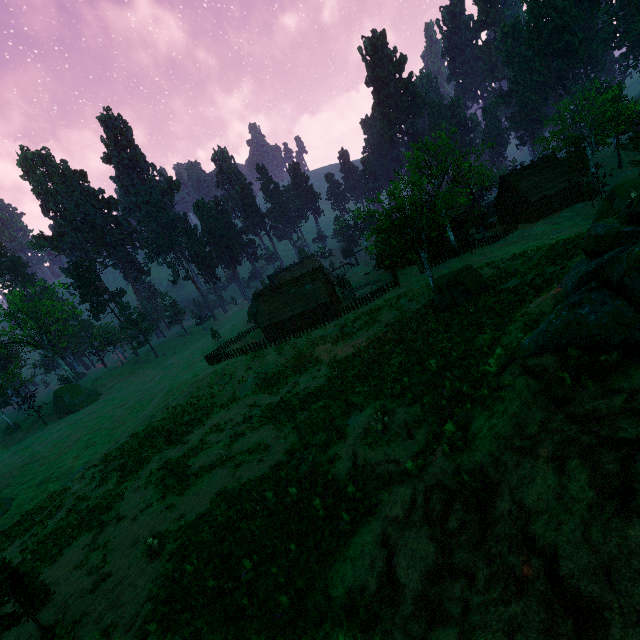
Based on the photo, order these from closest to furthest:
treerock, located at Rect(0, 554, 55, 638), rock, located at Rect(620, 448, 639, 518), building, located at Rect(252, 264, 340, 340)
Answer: rock, located at Rect(620, 448, 639, 518), treerock, located at Rect(0, 554, 55, 638), building, located at Rect(252, 264, 340, 340)

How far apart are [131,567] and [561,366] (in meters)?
17.32

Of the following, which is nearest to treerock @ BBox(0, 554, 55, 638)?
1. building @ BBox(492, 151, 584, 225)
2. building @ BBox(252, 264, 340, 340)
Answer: building @ BBox(252, 264, 340, 340)

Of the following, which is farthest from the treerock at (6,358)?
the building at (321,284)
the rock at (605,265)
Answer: the rock at (605,265)

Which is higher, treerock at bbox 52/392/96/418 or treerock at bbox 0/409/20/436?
treerock at bbox 0/409/20/436

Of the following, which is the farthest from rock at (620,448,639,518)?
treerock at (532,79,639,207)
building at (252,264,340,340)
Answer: building at (252,264,340,340)

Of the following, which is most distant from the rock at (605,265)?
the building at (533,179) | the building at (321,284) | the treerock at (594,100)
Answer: the building at (533,179)

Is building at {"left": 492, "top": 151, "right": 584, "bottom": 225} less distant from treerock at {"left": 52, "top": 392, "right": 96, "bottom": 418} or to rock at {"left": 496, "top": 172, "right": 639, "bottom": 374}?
treerock at {"left": 52, "top": 392, "right": 96, "bottom": 418}
